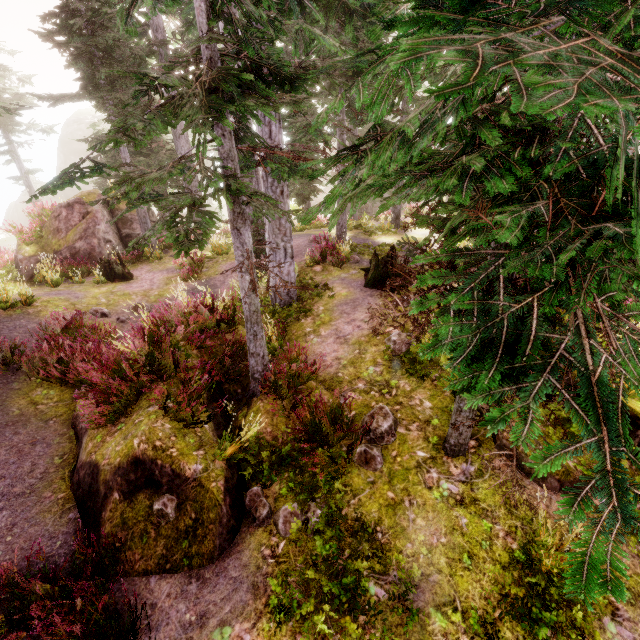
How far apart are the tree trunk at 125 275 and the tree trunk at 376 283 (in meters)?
9.88

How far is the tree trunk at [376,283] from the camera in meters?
10.7 m

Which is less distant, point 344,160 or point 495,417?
point 495,417

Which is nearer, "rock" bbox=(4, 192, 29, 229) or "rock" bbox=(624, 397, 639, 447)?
"rock" bbox=(624, 397, 639, 447)

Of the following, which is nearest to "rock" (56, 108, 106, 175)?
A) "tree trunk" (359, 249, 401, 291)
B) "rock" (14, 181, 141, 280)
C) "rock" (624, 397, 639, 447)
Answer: "rock" (14, 181, 141, 280)

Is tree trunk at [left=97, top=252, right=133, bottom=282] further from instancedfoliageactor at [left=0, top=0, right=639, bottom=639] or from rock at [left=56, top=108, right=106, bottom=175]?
rock at [left=56, top=108, right=106, bottom=175]

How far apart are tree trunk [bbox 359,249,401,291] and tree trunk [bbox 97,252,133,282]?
9.88m

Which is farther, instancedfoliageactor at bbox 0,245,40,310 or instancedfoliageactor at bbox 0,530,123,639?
instancedfoliageactor at bbox 0,245,40,310
